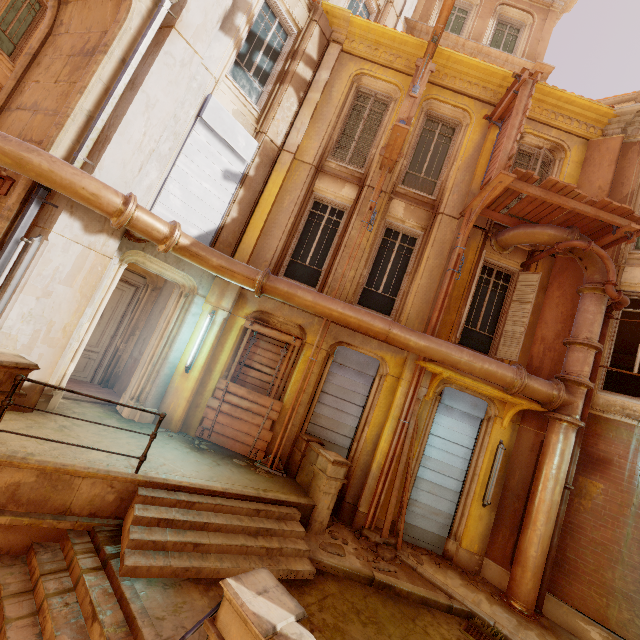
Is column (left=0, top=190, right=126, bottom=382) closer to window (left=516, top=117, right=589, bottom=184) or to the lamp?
the lamp

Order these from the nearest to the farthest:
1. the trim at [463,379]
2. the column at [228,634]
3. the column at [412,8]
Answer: the column at [228,634]
the trim at [463,379]
the column at [412,8]

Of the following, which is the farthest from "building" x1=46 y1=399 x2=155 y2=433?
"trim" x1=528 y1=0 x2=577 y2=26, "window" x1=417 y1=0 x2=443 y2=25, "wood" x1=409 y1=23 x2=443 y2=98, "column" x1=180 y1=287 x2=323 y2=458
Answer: "trim" x1=528 y1=0 x2=577 y2=26

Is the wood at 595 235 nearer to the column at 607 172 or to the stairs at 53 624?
the column at 607 172

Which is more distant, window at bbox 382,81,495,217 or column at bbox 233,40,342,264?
window at bbox 382,81,495,217

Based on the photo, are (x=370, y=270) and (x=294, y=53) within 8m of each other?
yes

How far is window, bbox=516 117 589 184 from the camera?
9.4m

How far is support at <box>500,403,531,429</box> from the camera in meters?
7.6
